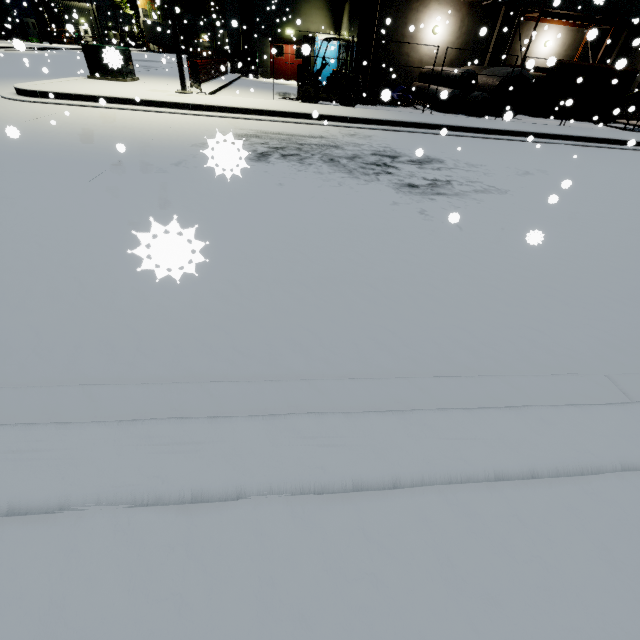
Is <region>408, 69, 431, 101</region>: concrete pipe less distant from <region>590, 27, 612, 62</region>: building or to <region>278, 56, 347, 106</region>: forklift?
<region>590, 27, 612, 62</region>: building

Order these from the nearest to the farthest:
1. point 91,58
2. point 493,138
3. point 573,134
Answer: point 493,138 → point 573,134 → point 91,58

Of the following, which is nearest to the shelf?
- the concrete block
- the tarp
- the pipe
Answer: the tarp

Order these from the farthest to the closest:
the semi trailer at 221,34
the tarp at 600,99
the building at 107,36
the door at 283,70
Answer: the building at 107,36 < the door at 283,70 < the semi trailer at 221,34 < the tarp at 600,99

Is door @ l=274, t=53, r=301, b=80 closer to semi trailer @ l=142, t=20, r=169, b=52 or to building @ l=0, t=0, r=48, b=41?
building @ l=0, t=0, r=48, b=41

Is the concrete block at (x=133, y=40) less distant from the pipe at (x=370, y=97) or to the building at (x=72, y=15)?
the building at (x=72, y=15)

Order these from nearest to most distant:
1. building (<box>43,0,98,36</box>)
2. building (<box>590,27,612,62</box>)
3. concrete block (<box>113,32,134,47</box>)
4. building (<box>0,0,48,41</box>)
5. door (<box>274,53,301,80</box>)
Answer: building (<box>590,27,612,62</box>)
concrete block (<box>113,32,134,47</box>)
door (<box>274,53,301,80</box>)
building (<box>0,0,48,41</box>)
building (<box>43,0,98,36</box>)

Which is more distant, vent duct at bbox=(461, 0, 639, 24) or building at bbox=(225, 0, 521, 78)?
building at bbox=(225, 0, 521, 78)
